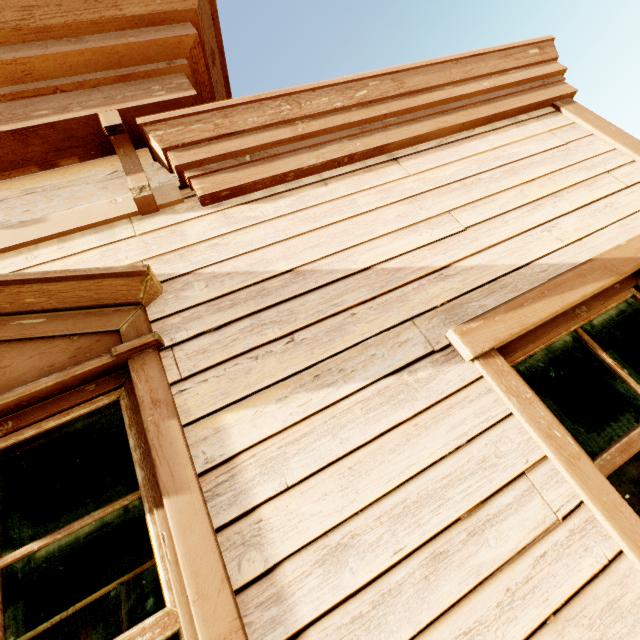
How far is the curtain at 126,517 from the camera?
1.0 meters

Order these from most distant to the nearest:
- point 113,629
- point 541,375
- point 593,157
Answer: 1. point 113,629
2. point 593,157
3. point 541,375

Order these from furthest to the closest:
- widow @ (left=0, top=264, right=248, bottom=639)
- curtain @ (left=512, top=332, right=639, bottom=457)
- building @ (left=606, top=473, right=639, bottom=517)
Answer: building @ (left=606, top=473, right=639, bottom=517) < curtain @ (left=512, top=332, right=639, bottom=457) < widow @ (left=0, top=264, right=248, bottom=639)

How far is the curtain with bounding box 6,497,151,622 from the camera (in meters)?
1.04

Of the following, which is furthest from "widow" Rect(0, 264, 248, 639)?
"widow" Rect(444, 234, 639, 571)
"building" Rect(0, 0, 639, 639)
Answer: "widow" Rect(444, 234, 639, 571)

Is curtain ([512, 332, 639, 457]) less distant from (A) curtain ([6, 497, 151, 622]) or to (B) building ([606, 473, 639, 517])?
(B) building ([606, 473, 639, 517])

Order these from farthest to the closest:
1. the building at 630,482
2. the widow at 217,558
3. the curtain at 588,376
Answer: the building at 630,482 → the curtain at 588,376 → the widow at 217,558

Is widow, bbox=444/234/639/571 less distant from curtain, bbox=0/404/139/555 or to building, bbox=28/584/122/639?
building, bbox=28/584/122/639
